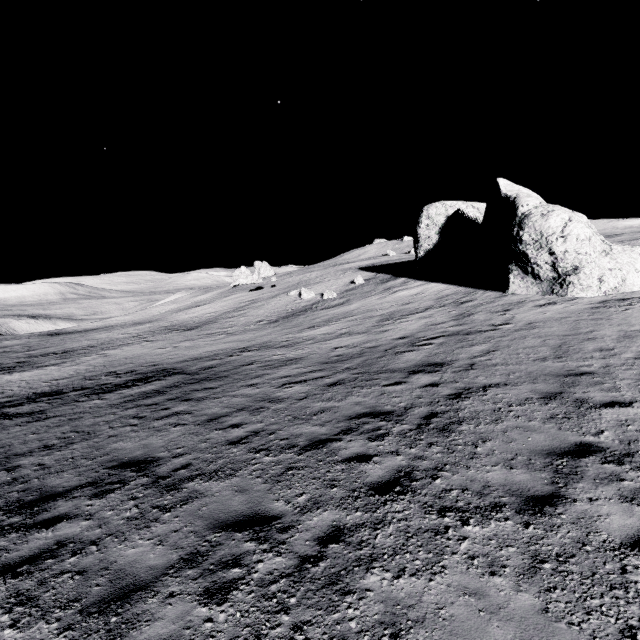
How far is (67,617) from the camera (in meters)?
3.86
